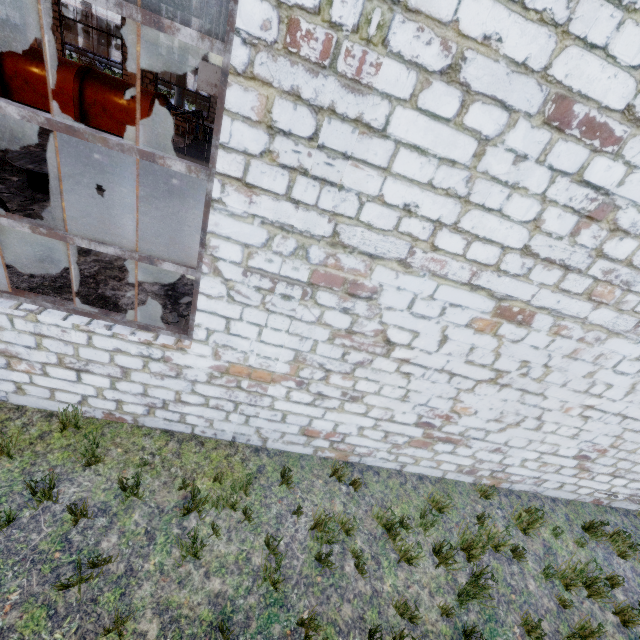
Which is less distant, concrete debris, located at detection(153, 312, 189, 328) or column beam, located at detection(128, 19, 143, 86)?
concrete debris, located at detection(153, 312, 189, 328)

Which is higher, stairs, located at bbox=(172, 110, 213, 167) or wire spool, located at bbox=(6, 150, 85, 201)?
stairs, located at bbox=(172, 110, 213, 167)

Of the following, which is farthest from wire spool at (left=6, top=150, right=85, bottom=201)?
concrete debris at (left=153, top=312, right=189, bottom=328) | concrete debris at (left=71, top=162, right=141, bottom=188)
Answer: concrete debris at (left=153, top=312, right=189, bottom=328)

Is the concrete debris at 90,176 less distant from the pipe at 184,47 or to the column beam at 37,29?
the pipe at 184,47

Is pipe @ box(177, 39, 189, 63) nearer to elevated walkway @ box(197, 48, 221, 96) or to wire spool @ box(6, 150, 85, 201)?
wire spool @ box(6, 150, 85, 201)

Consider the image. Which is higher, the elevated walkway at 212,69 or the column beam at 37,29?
the elevated walkway at 212,69

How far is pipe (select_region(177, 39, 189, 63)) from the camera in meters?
17.0 m

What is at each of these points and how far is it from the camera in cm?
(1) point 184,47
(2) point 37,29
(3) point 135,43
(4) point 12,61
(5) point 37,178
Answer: (1) pipe, 1705
(2) column beam, 1527
(3) column beam, 1555
(4) cable machine, 1302
(5) wire spool, 828
